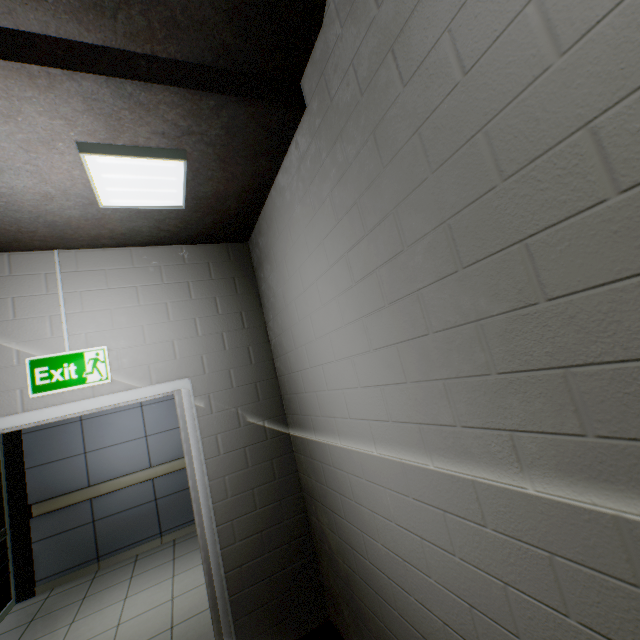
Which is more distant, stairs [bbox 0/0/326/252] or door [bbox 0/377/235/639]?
door [bbox 0/377/235/639]

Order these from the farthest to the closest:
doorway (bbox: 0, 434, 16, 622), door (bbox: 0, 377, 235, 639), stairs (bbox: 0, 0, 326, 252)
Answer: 1. doorway (bbox: 0, 434, 16, 622)
2. door (bbox: 0, 377, 235, 639)
3. stairs (bbox: 0, 0, 326, 252)

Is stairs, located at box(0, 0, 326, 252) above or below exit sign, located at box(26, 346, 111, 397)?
above

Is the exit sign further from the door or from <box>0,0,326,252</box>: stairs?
<box>0,0,326,252</box>: stairs

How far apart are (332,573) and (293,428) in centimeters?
109cm

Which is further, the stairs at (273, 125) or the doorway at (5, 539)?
the doorway at (5, 539)

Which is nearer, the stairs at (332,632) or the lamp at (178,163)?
the lamp at (178,163)

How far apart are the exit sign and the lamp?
1.0 meters
